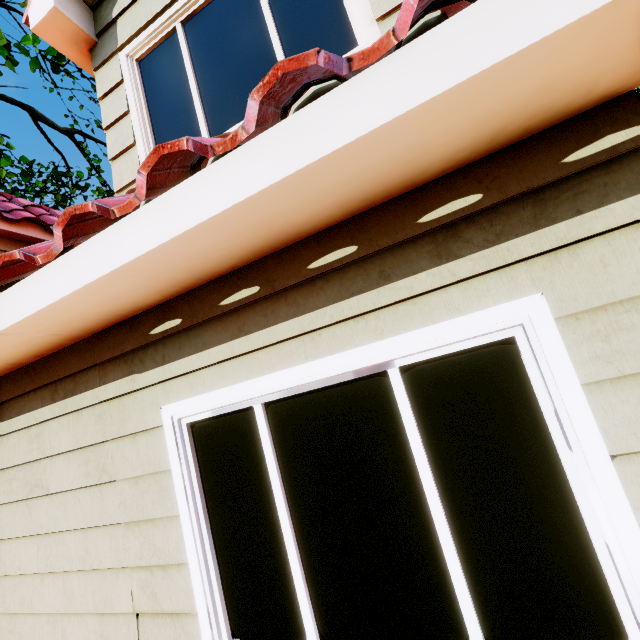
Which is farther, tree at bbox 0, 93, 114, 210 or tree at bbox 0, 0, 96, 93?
tree at bbox 0, 93, 114, 210

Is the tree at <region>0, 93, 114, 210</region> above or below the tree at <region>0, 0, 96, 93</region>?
above

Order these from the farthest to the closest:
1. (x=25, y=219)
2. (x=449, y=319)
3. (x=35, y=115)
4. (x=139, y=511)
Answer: (x=35, y=115) → (x=25, y=219) → (x=139, y=511) → (x=449, y=319)

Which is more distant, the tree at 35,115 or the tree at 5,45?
the tree at 35,115

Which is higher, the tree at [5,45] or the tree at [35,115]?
the tree at [35,115]
